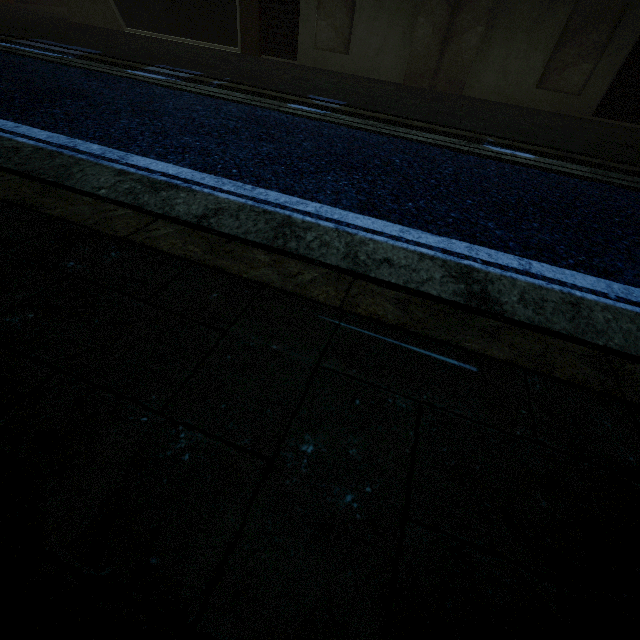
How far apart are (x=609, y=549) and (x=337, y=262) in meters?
1.6
